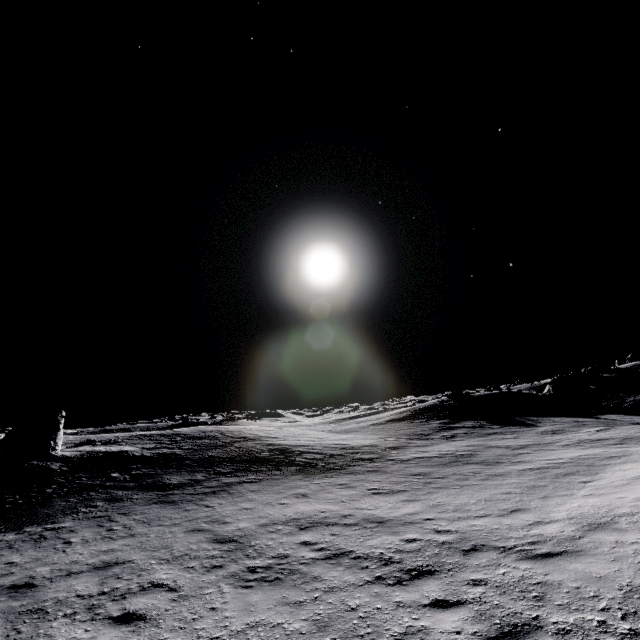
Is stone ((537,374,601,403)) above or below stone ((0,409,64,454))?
below

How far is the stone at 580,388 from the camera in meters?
33.0 m

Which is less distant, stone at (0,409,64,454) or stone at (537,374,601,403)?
stone at (0,409,64,454)

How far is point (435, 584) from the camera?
5.9m

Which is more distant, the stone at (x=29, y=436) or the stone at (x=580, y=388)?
the stone at (x=580, y=388)

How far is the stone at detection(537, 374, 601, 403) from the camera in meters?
33.0 m
